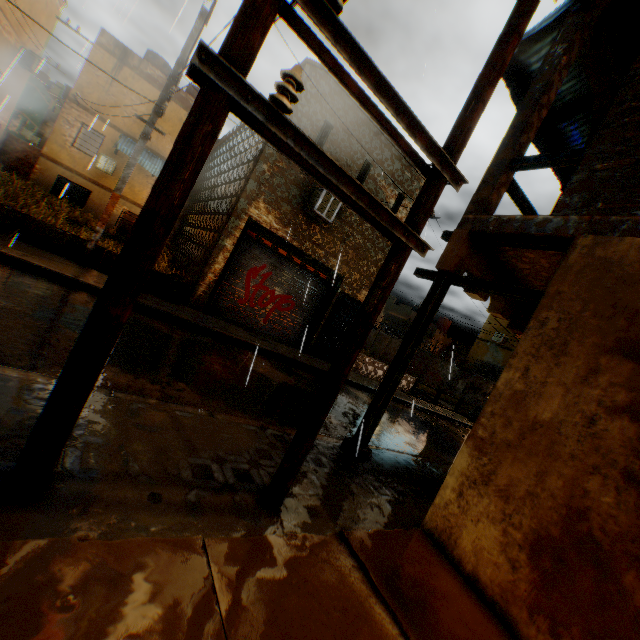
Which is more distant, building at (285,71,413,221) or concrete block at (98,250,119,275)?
building at (285,71,413,221)

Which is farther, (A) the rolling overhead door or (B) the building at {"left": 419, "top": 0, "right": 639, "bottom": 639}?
(A) the rolling overhead door

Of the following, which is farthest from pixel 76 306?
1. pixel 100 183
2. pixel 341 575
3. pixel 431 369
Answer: pixel 431 369

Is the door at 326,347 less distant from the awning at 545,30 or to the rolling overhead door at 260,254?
the rolling overhead door at 260,254

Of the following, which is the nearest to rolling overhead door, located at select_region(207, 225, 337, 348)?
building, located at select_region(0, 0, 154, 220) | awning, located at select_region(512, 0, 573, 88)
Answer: building, located at select_region(0, 0, 154, 220)

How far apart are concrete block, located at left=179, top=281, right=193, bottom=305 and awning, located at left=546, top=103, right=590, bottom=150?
2.6m

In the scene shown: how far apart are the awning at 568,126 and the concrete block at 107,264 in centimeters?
263cm

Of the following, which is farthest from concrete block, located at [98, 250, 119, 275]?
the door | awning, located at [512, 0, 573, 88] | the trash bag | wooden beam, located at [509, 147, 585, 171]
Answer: awning, located at [512, 0, 573, 88]
